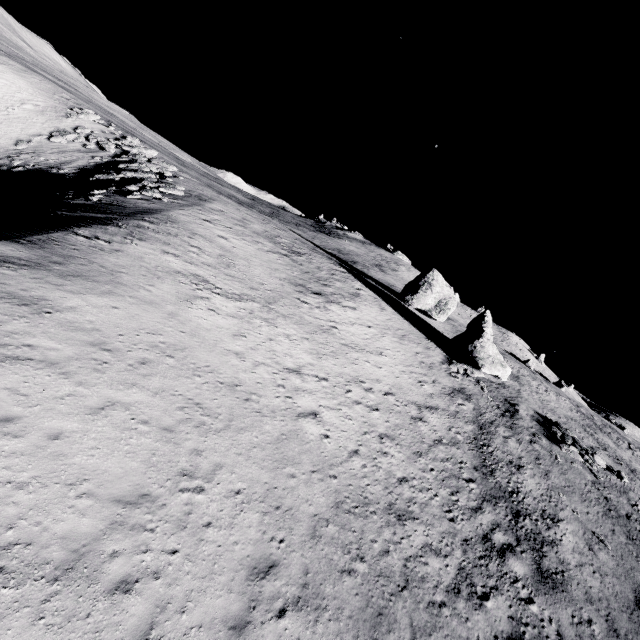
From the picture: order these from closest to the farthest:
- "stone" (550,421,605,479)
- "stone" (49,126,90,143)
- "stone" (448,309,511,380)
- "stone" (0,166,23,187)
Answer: "stone" (550,421,605,479), "stone" (0,166,23,187), "stone" (448,309,511,380), "stone" (49,126,90,143)

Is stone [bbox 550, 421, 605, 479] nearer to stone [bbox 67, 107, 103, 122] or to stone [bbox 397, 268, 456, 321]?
stone [bbox 397, 268, 456, 321]

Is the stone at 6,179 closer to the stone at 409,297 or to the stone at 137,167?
the stone at 137,167

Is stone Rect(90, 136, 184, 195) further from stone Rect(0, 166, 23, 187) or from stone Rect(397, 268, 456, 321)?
stone Rect(397, 268, 456, 321)

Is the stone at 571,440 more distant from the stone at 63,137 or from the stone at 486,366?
the stone at 63,137

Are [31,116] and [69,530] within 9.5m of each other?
no

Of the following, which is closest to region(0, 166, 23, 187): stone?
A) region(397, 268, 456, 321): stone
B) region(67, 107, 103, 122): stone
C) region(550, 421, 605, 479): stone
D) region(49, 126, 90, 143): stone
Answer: region(49, 126, 90, 143): stone

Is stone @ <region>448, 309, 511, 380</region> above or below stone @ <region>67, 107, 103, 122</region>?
above
